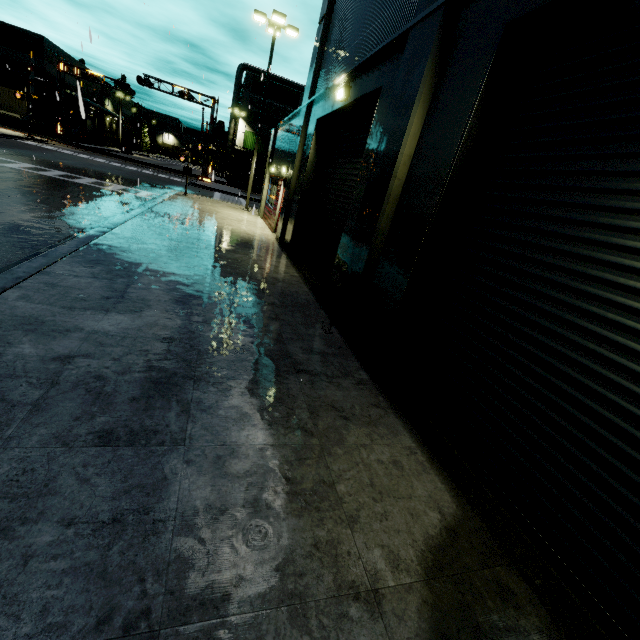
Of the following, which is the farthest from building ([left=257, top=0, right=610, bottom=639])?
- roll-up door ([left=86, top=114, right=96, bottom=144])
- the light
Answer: the light

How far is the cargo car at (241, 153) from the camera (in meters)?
44.09

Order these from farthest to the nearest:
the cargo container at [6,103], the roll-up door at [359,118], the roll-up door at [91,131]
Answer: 1. the roll-up door at [91,131]
2. the cargo container at [6,103]
3. the roll-up door at [359,118]

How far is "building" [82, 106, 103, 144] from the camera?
52.7m

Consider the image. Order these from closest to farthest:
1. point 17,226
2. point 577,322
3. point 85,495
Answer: point 85,495
point 577,322
point 17,226

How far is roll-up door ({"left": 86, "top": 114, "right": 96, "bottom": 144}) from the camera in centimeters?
5447cm

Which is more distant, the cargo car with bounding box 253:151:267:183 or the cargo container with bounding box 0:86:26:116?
the cargo car with bounding box 253:151:267:183
